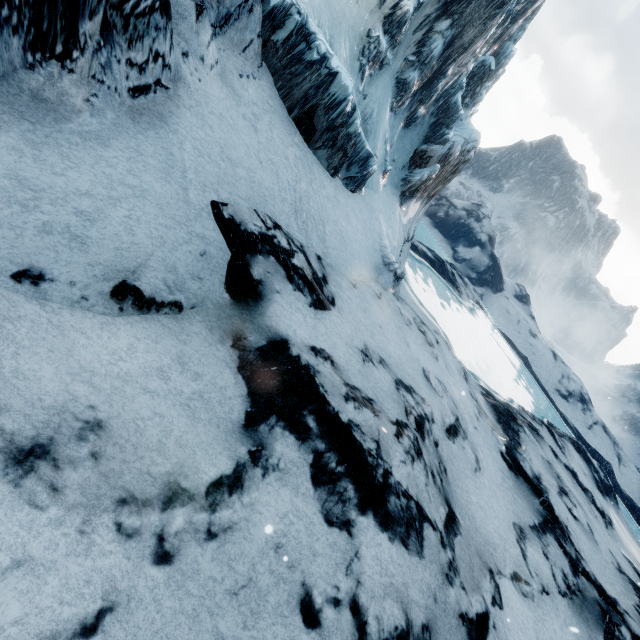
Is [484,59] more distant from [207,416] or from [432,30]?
[207,416]
